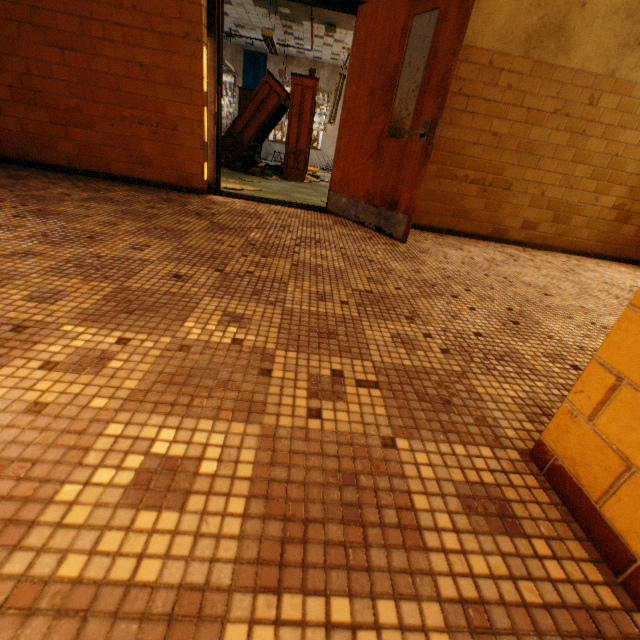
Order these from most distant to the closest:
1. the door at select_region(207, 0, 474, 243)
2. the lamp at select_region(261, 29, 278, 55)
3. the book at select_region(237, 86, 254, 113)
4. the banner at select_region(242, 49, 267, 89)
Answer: the banner at select_region(242, 49, 267, 89), the book at select_region(237, 86, 254, 113), the lamp at select_region(261, 29, 278, 55), the door at select_region(207, 0, 474, 243)

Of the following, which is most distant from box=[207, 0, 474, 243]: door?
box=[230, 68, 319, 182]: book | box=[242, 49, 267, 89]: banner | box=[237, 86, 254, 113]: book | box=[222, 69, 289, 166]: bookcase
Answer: box=[242, 49, 267, 89]: banner

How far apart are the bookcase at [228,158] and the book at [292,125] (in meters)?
0.02

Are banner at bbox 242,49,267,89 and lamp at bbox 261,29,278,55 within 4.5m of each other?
no

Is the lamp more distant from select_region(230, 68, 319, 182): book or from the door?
the door

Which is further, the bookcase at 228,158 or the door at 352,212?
the bookcase at 228,158

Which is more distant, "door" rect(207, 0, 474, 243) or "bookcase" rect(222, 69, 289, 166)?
"bookcase" rect(222, 69, 289, 166)

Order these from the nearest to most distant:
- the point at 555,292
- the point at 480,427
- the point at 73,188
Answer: the point at 480,427, the point at 555,292, the point at 73,188
